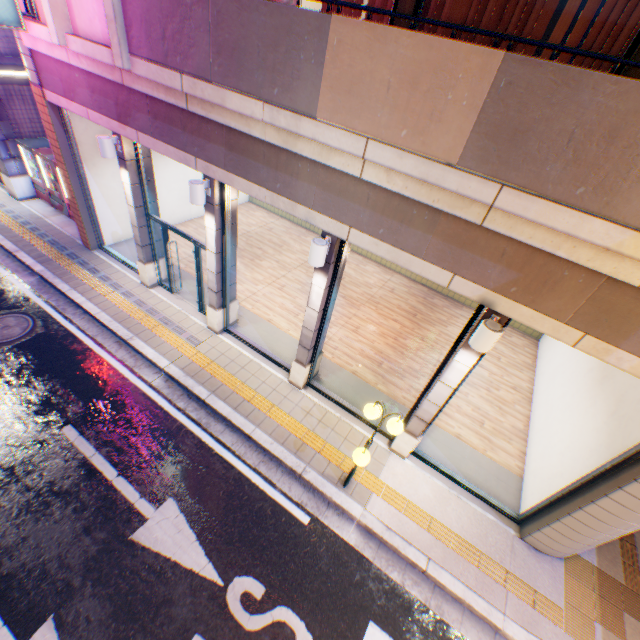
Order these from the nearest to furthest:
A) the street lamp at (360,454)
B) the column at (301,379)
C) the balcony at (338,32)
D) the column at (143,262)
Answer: the balcony at (338,32)
the street lamp at (360,454)
the column at (301,379)
the column at (143,262)

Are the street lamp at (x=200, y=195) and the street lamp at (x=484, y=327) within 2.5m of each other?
no

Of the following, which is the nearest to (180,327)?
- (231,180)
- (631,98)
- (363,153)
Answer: (231,180)

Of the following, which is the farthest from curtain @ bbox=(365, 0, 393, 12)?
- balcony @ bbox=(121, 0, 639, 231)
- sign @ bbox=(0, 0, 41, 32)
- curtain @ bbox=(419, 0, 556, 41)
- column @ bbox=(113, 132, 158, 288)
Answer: sign @ bbox=(0, 0, 41, 32)

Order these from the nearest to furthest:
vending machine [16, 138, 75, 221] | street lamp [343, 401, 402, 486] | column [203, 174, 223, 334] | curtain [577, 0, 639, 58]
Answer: curtain [577, 0, 639, 58] < street lamp [343, 401, 402, 486] < column [203, 174, 223, 334] < vending machine [16, 138, 75, 221]

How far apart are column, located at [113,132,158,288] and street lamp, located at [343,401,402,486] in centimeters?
756cm

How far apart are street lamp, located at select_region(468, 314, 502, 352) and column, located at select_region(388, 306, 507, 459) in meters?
0.0 m

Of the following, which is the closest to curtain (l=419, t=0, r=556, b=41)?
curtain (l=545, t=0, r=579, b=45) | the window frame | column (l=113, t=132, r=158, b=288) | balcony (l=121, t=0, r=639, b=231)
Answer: curtain (l=545, t=0, r=579, b=45)
